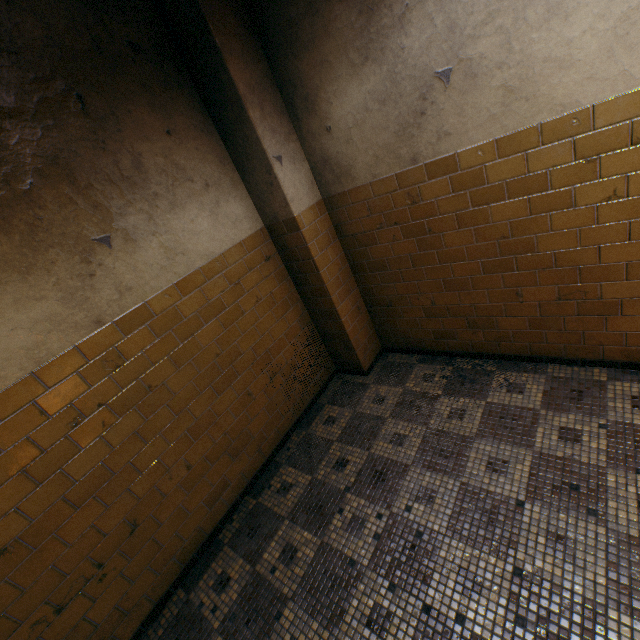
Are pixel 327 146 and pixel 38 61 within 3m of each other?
yes
